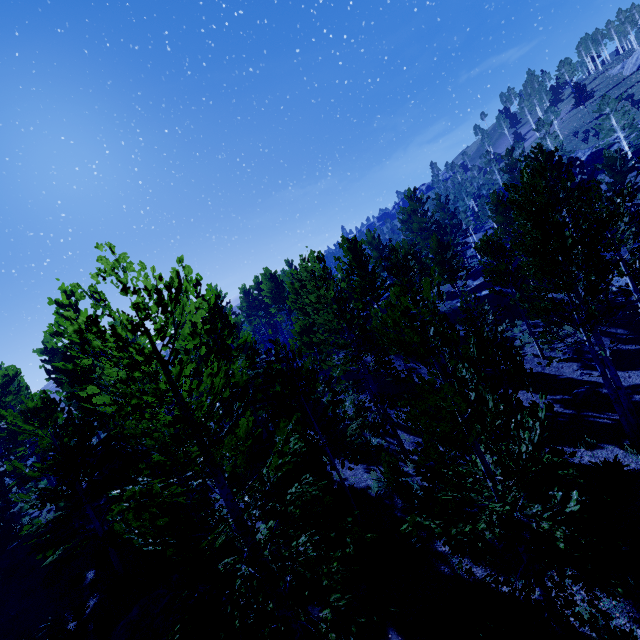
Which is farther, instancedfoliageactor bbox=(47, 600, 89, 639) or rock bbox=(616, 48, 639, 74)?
rock bbox=(616, 48, 639, 74)

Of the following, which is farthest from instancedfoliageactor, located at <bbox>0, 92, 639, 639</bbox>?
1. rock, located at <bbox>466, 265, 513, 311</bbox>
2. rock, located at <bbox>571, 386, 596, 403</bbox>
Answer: rock, located at <bbox>571, 386, 596, 403</bbox>

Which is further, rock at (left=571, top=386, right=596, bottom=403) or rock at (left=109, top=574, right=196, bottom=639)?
rock at (left=571, top=386, right=596, bottom=403)

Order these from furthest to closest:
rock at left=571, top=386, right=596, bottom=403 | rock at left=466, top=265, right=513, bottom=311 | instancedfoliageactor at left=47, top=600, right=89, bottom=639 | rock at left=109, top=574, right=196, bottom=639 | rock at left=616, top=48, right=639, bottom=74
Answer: rock at left=616, top=48, right=639, bottom=74
rock at left=466, top=265, right=513, bottom=311
rock at left=571, top=386, right=596, bottom=403
instancedfoliageactor at left=47, top=600, right=89, bottom=639
rock at left=109, top=574, right=196, bottom=639

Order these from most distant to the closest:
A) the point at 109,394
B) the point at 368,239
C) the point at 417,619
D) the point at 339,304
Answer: Result: the point at 368,239, the point at 339,304, the point at 417,619, the point at 109,394

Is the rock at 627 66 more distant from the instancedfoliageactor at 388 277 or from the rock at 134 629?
the rock at 134 629

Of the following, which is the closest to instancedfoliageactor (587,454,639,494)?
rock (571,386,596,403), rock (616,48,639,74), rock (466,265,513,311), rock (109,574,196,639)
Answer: rock (466,265,513,311)

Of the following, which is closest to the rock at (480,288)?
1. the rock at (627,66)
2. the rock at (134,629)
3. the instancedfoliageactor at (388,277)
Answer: the instancedfoliageactor at (388,277)
